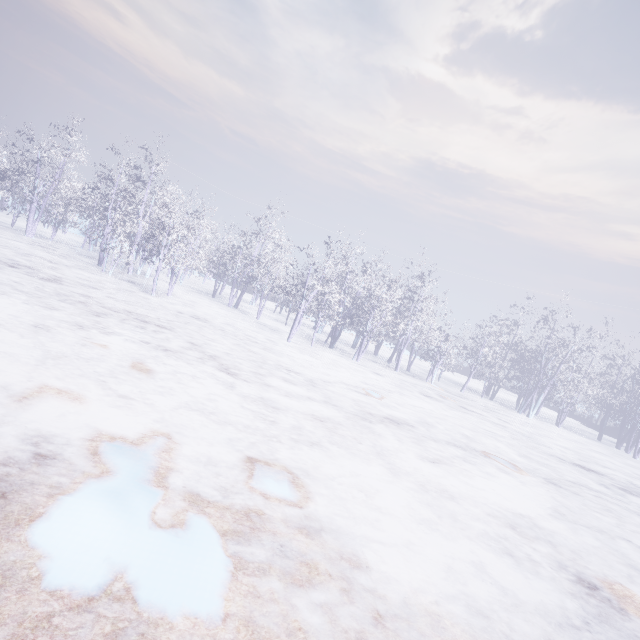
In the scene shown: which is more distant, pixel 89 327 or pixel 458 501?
pixel 89 327
